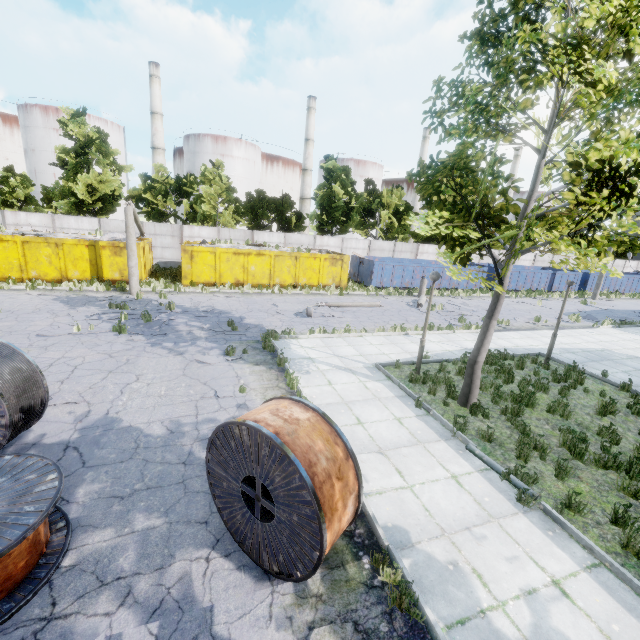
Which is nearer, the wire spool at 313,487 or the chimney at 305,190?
the wire spool at 313,487

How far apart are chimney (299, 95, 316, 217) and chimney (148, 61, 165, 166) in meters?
21.6 m

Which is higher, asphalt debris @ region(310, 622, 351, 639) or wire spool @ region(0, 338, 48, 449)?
wire spool @ region(0, 338, 48, 449)

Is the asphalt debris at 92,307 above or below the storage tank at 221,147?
below

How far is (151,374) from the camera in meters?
9.1 m

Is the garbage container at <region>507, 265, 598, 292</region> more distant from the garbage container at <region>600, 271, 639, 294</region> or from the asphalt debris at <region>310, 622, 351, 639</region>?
the asphalt debris at <region>310, 622, 351, 639</region>

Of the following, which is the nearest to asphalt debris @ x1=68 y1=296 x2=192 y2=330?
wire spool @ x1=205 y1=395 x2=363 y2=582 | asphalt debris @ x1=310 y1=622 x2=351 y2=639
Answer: wire spool @ x1=205 y1=395 x2=363 y2=582

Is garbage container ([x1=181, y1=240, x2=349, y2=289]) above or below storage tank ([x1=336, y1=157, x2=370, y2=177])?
below
